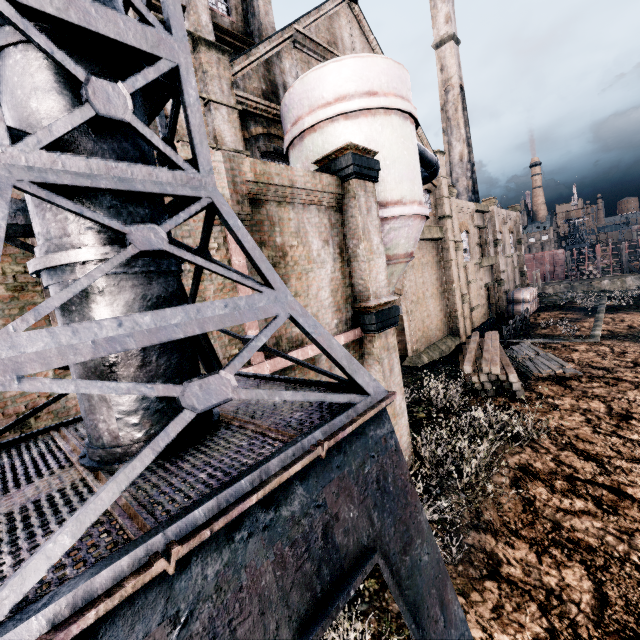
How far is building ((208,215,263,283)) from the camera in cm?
650

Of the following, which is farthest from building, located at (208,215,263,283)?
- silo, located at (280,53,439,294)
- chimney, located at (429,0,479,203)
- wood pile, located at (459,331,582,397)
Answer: chimney, located at (429,0,479,203)

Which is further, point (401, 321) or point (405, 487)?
point (401, 321)

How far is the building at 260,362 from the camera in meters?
6.9 m

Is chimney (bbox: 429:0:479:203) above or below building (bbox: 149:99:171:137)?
above

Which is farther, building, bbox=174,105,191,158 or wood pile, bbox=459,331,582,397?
wood pile, bbox=459,331,582,397

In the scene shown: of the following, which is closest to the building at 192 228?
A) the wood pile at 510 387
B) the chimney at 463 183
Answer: the wood pile at 510 387

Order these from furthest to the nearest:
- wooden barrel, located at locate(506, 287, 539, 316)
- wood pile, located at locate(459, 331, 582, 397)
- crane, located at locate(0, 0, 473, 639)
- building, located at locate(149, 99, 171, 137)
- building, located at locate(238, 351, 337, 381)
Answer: wooden barrel, located at locate(506, 287, 539, 316), wood pile, located at locate(459, 331, 582, 397), building, located at locate(149, 99, 171, 137), building, located at locate(238, 351, 337, 381), crane, located at locate(0, 0, 473, 639)
